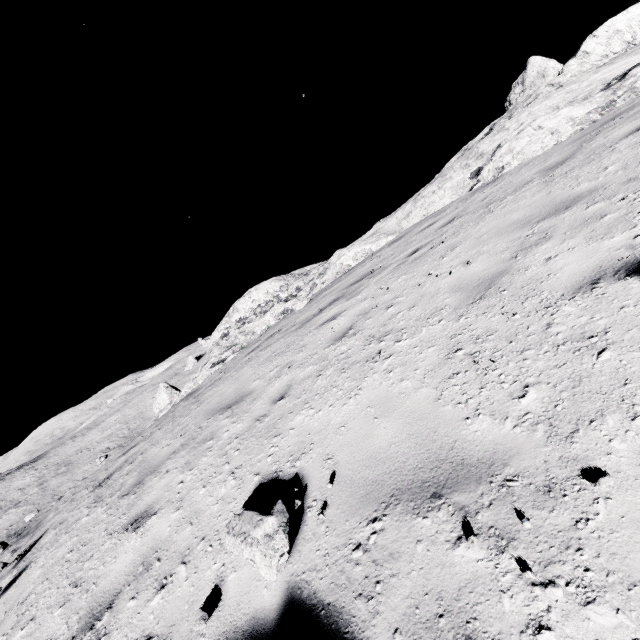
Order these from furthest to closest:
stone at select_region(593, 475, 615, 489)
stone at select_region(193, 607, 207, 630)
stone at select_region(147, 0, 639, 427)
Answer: stone at select_region(147, 0, 639, 427) → stone at select_region(193, 607, 207, 630) → stone at select_region(593, 475, 615, 489)

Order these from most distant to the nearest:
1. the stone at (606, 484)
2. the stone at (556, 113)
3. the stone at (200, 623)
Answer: the stone at (556, 113) → the stone at (200, 623) → the stone at (606, 484)

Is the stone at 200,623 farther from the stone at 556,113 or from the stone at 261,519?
the stone at 556,113

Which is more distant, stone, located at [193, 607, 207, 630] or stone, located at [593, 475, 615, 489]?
stone, located at [193, 607, 207, 630]

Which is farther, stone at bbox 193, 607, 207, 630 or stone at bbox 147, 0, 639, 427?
stone at bbox 147, 0, 639, 427

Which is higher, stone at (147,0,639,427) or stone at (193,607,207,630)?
stone at (147,0,639,427)

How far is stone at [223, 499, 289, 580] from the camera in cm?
222

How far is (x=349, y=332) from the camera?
5.13m
